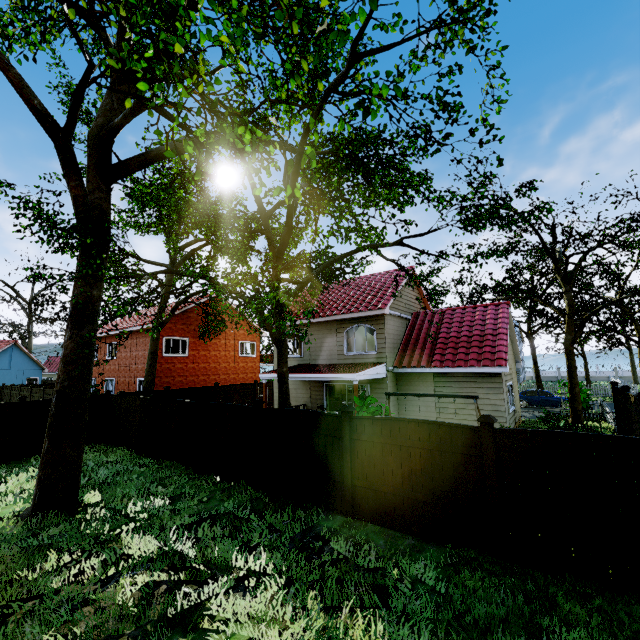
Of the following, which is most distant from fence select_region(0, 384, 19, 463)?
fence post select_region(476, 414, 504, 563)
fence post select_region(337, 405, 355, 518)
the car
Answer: the car

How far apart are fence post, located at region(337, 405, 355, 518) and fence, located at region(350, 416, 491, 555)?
0.0 meters

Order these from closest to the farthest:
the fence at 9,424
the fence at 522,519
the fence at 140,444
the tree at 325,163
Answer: the fence at 522,519, the tree at 325,163, the fence at 140,444, the fence at 9,424

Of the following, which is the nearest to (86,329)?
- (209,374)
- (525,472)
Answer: (525,472)

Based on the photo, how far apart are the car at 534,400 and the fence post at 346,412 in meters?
23.2 m

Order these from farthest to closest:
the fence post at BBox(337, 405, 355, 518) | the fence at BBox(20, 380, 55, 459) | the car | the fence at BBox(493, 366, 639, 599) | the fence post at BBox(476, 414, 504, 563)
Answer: the car → the fence at BBox(20, 380, 55, 459) → the fence post at BBox(337, 405, 355, 518) → the fence post at BBox(476, 414, 504, 563) → the fence at BBox(493, 366, 639, 599)

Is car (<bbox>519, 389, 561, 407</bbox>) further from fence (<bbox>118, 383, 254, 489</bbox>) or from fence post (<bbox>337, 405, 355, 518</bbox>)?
fence post (<bbox>337, 405, 355, 518</bbox>)
